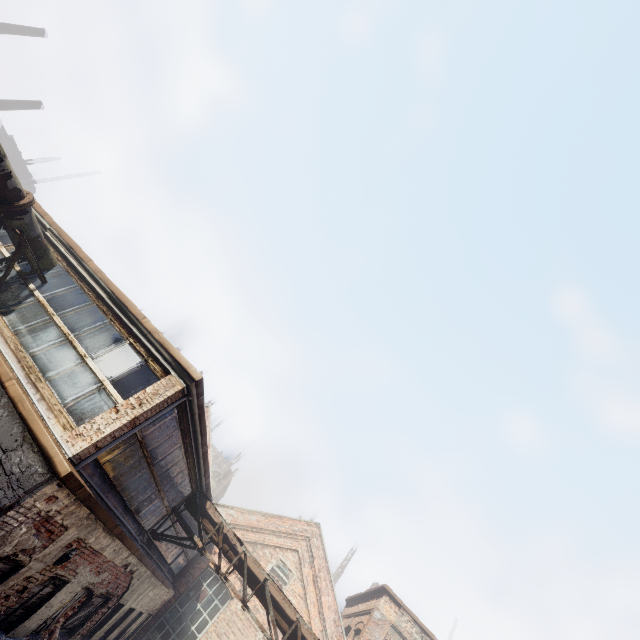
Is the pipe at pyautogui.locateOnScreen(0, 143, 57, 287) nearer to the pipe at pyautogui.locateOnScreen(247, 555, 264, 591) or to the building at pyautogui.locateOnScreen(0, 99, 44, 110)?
the pipe at pyautogui.locateOnScreen(247, 555, 264, 591)

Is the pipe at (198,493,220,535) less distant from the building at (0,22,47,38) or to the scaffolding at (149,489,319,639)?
the scaffolding at (149,489,319,639)

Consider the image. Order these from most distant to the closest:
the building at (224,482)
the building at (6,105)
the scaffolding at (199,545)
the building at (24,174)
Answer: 1. the building at (224,482)
2. the building at (24,174)
3. the building at (6,105)
4. the scaffolding at (199,545)

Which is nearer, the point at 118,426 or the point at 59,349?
the point at 118,426

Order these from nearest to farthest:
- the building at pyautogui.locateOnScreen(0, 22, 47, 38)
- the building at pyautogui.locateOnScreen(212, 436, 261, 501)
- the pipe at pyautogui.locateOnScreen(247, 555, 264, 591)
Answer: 1. the pipe at pyautogui.locateOnScreen(247, 555, 264, 591)
2. the building at pyautogui.locateOnScreen(0, 22, 47, 38)
3. the building at pyautogui.locateOnScreen(212, 436, 261, 501)

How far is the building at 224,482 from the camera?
46.2m

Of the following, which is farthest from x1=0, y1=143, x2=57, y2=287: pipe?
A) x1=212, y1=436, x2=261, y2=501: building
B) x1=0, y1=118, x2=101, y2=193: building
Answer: x1=212, y1=436, x2=261, y2=501: building

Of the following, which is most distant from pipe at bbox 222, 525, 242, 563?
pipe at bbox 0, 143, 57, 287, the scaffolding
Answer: pipe at bbox 0, 143, 57, 287
